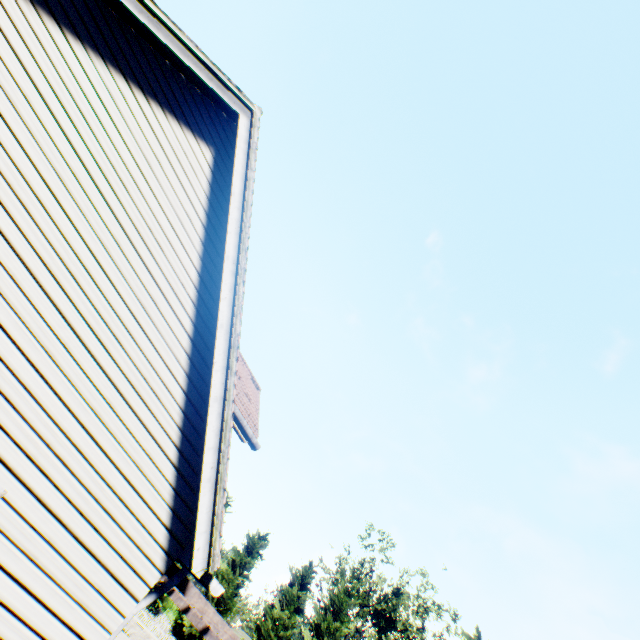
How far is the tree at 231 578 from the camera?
30.9 meters

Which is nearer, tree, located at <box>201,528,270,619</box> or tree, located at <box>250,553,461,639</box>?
tree, located at <box>250,553,461,639</box>

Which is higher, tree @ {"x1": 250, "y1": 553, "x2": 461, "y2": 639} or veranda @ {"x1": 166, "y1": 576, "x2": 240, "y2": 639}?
tree @ {"x1": 250, "y1": 553, "x2": 461, "y2": 639}

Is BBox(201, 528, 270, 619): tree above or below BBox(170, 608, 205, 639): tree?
above

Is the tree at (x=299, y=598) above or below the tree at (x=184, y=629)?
above

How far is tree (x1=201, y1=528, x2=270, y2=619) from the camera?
30.94m

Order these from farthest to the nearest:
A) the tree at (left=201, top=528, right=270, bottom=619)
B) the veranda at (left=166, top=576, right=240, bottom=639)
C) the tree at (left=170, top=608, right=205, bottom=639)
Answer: the tree at (left=201, top=528, right=270, bottom=619) < the tree at (left=170, top=608, right=205, bottom=639) < the veranda at (left=166, top=576, right=240, bottom=639)

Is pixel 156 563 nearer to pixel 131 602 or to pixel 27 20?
pixel 131 602
